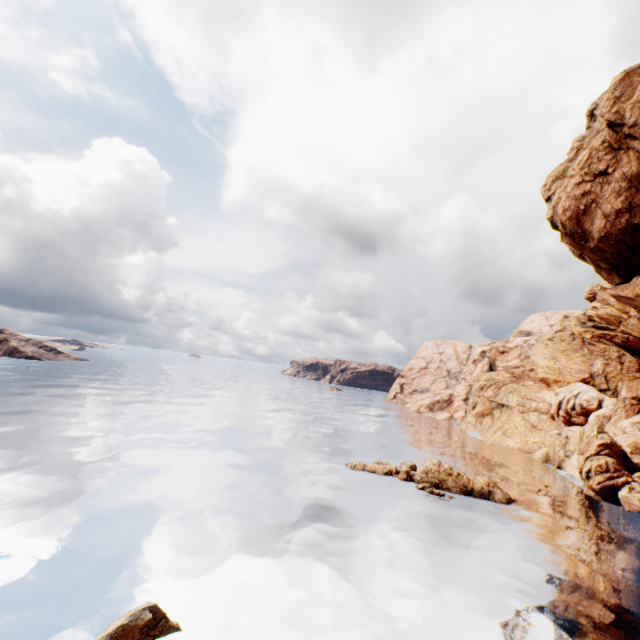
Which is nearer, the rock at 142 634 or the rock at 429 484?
the rock at 142 634

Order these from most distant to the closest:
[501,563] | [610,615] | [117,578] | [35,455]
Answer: [35,455], [501,563], [610,615], [117,578]

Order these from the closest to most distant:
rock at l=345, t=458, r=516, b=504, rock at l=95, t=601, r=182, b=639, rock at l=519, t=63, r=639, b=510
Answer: rock at l=95, t=601, r=182, b=639, rock at l=519, t=63, r=639, b=510, rock at l=345, t=458, r=516, b=504

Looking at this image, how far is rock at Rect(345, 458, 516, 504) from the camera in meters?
32.3

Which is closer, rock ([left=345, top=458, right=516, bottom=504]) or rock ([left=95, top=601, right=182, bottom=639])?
rock ([left=95, top=601, right=182, bottom=639])

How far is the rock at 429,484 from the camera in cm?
3234

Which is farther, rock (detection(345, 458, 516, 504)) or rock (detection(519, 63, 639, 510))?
rock (detection(345, 458, 516, 504))
